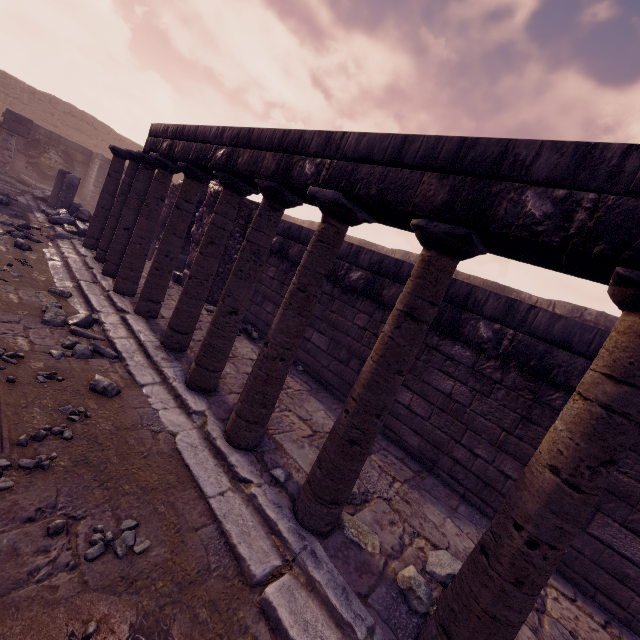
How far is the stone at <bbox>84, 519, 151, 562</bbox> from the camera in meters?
1.9

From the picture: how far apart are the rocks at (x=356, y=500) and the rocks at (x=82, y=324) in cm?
363

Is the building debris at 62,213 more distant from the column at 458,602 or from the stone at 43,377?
the column at 458,602

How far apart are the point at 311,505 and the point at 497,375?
2.9m

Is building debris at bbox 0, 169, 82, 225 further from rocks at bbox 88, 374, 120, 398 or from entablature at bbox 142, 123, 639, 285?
rocks at bbox 88, 374, 120, 398

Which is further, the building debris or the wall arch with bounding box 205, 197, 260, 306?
the building debris

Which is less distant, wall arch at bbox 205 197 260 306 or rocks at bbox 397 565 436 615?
rocks at bbox 397 565 436 615

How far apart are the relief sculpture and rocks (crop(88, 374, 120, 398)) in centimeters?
1692cm
